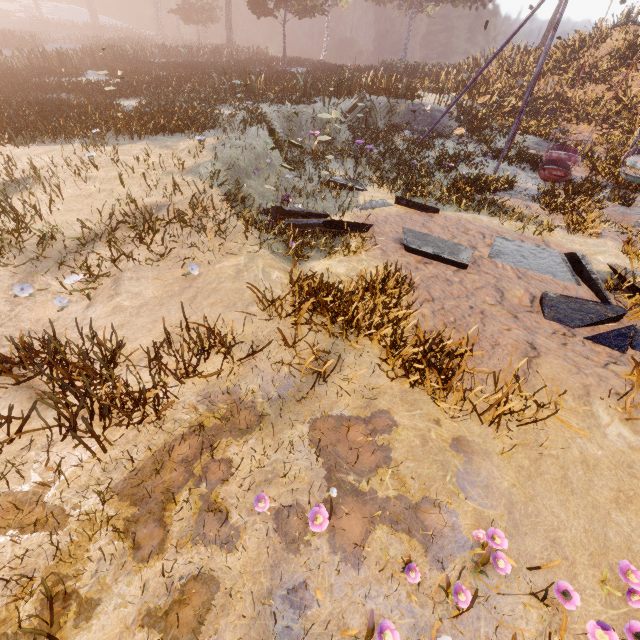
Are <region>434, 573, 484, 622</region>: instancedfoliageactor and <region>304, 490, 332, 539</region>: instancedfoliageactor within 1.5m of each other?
yes

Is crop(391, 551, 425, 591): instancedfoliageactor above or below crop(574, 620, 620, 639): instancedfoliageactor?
below

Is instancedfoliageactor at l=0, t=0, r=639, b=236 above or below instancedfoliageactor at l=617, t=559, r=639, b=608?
above

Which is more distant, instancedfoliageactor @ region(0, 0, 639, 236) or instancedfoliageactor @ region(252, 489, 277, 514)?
instancedfoliageactor @ region(0, 0, 639, 236)

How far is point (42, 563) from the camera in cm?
234

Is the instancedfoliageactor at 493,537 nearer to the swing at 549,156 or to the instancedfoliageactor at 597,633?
the instancedfoliageactor at 597,633

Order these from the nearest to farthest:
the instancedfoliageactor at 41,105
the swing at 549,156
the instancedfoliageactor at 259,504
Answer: the instancedfoliageactor at 259,504 < the instancedfoliageactor at 41,105 < the swing at 549,156

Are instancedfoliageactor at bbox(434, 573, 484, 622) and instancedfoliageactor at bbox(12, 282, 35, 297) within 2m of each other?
no
